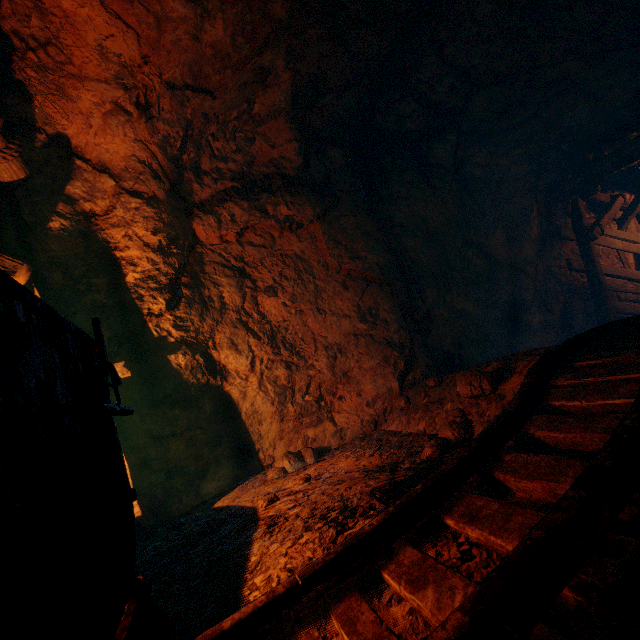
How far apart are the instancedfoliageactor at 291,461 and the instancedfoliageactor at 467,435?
1.6m

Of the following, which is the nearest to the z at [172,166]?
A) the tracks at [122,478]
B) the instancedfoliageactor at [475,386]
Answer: the tracks at [122,478]

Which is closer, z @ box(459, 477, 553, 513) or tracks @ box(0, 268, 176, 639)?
tracks @ box(0, 268, 176, 639)

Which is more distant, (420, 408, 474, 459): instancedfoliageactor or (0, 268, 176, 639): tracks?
(420, 408, 474, 459): instancedfoliageactor

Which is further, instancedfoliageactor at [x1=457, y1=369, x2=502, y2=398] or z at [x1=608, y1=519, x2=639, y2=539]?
instancedfoliageactor at [x1=457, y1=369, x2=502, y2=398]

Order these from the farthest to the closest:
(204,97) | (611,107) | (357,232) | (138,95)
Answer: (611,107), (357,232), (204,97), (138,95)

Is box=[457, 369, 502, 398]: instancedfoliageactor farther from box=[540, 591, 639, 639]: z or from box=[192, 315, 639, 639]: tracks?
box=[540, 591, 639, 639]: z

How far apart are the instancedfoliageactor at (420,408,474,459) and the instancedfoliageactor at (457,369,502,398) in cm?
14
